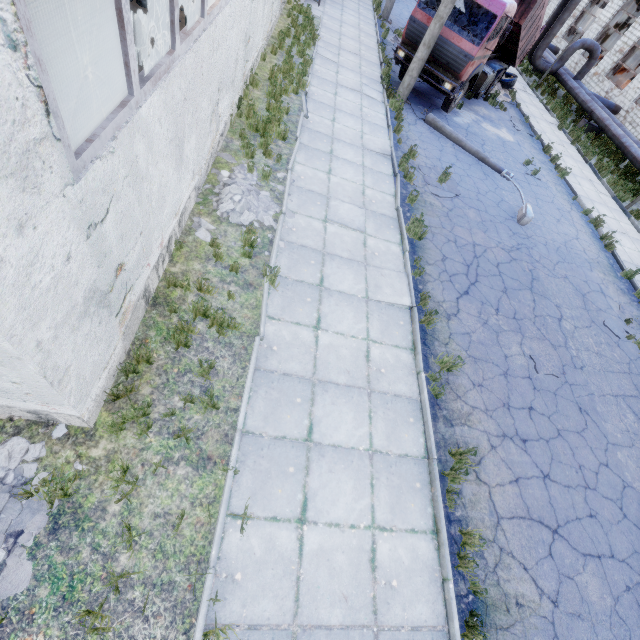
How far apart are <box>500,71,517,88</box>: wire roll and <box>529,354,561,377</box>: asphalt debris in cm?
1933

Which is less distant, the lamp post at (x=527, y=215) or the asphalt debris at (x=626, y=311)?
the asphalt debris at (x=626, y=311)

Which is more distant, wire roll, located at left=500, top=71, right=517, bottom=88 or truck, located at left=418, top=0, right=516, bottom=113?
wire roll, located at left=500, top=71, right=517, bottom=88

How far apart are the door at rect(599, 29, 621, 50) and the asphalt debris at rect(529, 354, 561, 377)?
53.1 meters

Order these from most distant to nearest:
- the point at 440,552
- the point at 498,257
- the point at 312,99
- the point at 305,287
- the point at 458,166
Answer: the point at 458,166
the point at 312,99
the point at 498,257
the point at 305,287
the point at 440,552

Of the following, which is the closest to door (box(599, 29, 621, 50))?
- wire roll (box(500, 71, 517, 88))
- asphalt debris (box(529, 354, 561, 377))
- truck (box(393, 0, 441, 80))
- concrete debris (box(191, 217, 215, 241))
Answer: wire roll (box(500, 71, 517, 88))

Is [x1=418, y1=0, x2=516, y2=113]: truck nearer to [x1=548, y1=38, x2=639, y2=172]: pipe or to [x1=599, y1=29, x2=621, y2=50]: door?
[x1=548, y1=38, x2=639, y2=172]: pipe

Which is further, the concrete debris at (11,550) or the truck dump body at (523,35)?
the truck dump body at (523,35)
